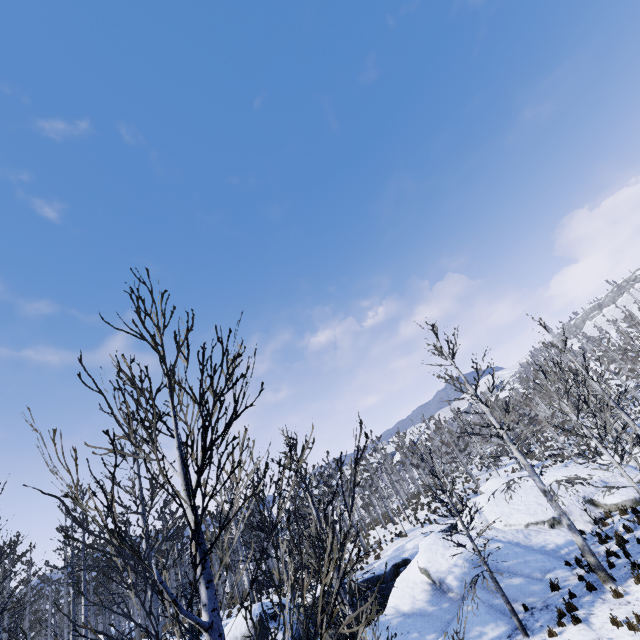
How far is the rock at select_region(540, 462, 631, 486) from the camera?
19.1m

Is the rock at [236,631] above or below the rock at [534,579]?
above

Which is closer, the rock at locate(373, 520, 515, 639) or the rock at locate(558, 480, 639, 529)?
the rock at locate(373, 520, 515, 639)

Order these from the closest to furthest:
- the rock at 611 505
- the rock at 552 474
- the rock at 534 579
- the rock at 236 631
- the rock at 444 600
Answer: the rock at 444 600, the rock at 534 579, the rock at 236 631, the rock at 611 505, the rock at 552 474

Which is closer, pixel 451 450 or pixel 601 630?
pixel 601 630
